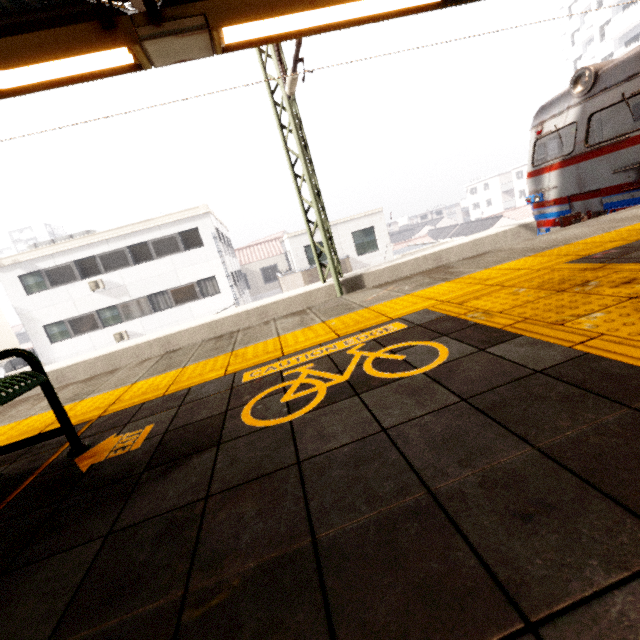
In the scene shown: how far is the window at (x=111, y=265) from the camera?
18.55m

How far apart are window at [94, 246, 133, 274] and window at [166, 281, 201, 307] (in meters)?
2.09

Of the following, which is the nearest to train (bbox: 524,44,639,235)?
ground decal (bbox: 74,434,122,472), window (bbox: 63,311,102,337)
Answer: ground decal (bbox: 74,434,122,472)

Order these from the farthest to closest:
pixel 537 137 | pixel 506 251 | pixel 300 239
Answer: pixel 300 239
pixel 537 137
pixel 506 251

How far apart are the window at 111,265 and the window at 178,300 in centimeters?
209cm

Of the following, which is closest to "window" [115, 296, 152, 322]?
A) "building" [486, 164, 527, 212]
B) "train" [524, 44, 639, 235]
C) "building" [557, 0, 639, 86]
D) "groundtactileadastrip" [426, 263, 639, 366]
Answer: "train" [524, 44, 639, 235]

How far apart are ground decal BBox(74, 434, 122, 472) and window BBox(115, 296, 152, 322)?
19.6m

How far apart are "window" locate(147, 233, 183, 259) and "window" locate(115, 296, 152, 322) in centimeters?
208cm
